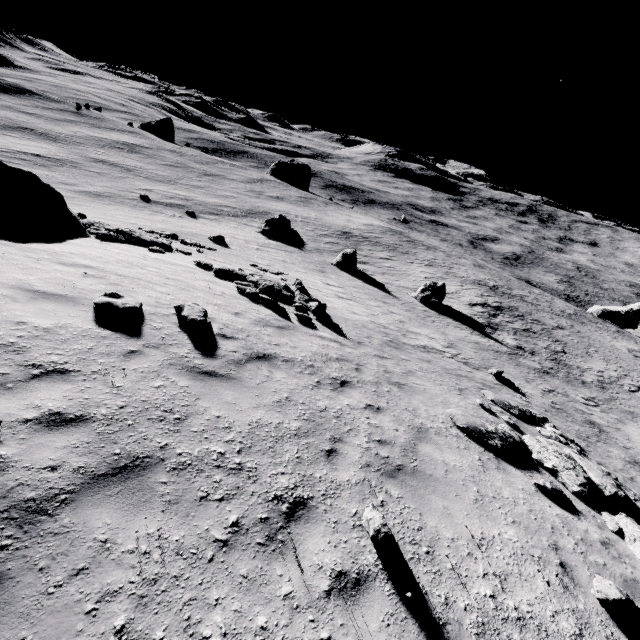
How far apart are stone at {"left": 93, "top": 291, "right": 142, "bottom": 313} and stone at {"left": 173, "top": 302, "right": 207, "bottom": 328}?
1.1m

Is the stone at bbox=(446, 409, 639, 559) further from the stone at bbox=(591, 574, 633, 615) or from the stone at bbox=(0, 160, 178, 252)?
the stone at bbox=(0, 160, 178, 252)

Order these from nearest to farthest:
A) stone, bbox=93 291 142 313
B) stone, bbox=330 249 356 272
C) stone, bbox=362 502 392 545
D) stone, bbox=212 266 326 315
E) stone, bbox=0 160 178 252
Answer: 1. stone, bbox=362 502 392 545
2. stone, bbox=93 291 142 313
3. stone, bbox=0 160 178 252
4. stone, bbox=212 266 326 315
5. stone, bbox=330 249 356 272

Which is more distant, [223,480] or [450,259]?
[450,259]

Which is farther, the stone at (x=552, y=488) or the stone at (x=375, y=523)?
the stone at (x=552, y=488)

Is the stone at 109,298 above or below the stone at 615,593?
above

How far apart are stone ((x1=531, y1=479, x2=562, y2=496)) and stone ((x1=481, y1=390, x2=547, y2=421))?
4.7 meters

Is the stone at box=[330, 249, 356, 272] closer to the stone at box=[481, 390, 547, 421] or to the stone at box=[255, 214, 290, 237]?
the stone at box=[255, 214, 290, 237]
